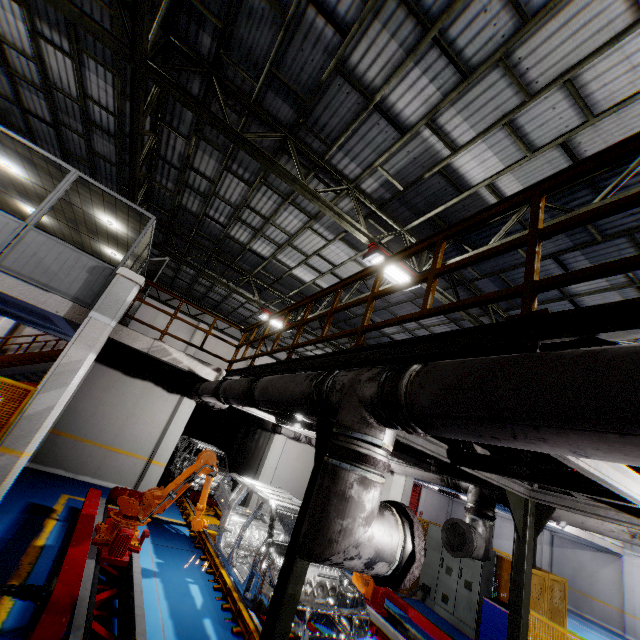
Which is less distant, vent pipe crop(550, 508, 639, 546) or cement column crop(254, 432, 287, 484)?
vent pipe crop(550, 508, 639, 546)

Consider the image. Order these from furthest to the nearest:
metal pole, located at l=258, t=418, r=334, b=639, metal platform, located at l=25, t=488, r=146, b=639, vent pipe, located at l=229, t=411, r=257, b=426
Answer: vent pipe, located at l=229, t=411, r=257, b=426
metal platform, located at l=25, t=488, r=146, b=639
metal pole, located at l=258, t=418, r=334, b=639

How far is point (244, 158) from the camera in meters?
8.5

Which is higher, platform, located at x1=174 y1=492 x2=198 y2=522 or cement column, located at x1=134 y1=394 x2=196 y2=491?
cement column, located at x1=134 y1=394 x2=196 y2=491

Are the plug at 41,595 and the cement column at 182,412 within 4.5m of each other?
no

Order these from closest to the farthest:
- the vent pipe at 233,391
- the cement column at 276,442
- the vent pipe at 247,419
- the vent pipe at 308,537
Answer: the vent pipe at 308,537, the vent pipe at 233,391, the cement column at 276,442, the vent pipe at 247,419

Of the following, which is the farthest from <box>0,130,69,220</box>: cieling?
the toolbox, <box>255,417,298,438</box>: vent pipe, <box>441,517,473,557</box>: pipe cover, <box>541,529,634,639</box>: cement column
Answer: <box>541,529,634,639</box>: cement column

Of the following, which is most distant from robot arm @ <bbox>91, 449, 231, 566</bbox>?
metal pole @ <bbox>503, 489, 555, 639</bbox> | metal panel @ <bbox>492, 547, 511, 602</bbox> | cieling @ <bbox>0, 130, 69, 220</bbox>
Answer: cieling @ <bbox>0, 130, 69, 220</bbox>
